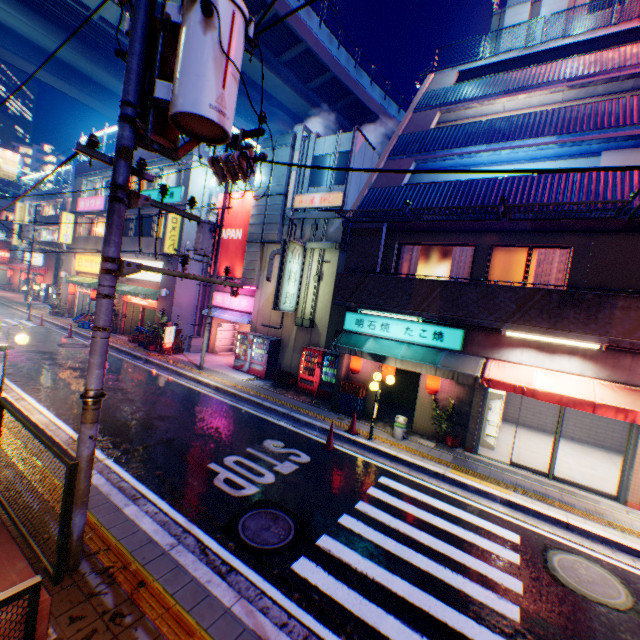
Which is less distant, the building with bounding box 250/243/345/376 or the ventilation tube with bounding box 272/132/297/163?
the building with bounding box 250/243/345/376

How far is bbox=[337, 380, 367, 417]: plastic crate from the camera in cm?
1232

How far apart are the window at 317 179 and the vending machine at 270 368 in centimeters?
783cm

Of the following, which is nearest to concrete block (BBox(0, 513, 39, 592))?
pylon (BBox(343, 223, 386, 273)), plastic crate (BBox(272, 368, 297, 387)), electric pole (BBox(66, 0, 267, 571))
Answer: electric pole (BBox(66, 0, 267, 571))

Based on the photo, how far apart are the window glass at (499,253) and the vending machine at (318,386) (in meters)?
5.18

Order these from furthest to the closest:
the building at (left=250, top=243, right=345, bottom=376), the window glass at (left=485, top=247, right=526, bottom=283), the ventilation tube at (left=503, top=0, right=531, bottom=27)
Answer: the building at (left=250, top=243, right=345, bottom=376) < the ventilation tube at (left=503, top=0, right=531, bottom=27) < the window glass at (left=485, top=247, right=526, bottom=283)

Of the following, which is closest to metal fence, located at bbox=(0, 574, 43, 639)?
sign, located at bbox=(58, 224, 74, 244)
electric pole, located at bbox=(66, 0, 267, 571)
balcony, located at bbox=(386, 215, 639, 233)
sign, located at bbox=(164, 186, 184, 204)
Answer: balcony, located at bbox=(386, 215, 639, 233)

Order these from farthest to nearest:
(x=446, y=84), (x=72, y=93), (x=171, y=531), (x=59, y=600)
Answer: (x=72, y=93) → (x=446, y=84) → (x=171, y=531) → (x=59, y=600)
